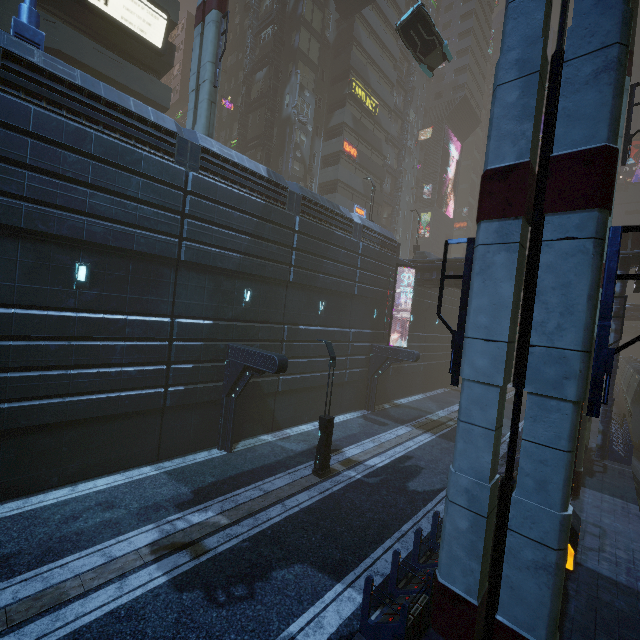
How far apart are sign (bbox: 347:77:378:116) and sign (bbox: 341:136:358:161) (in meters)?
4.34

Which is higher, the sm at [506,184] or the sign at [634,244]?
the sign at [634,244]

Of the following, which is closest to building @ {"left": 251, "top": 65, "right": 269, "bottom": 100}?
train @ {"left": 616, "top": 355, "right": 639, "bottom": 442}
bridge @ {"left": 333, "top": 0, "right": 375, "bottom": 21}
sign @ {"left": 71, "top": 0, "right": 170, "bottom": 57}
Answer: sign @ {"left": 71, "top": 0, "right": 170, "bottom": 57}

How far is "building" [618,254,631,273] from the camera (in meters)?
18.48

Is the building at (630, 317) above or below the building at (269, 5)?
below

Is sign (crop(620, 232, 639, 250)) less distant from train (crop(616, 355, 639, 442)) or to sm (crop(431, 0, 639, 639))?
sm (crop(431, 0, 639, 639))

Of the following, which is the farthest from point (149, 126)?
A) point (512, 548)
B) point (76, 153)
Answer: point (512, 548)

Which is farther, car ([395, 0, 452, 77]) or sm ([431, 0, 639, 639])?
car ([395, 0, 452, 77])
